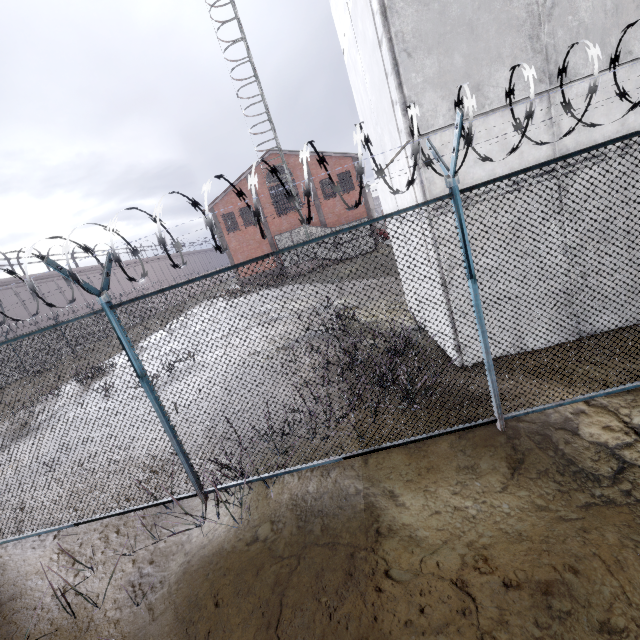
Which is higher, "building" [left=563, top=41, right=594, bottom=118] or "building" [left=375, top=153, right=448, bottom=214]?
"building" [left=563, top=41, right=594, bottom=118]

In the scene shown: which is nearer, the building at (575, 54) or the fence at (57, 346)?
the fence at (57, 346)

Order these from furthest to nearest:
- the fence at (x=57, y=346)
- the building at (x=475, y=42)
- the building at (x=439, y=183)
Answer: the building at (x=439, y=183) → the building at (x=475, y=42) → the fence at (x=57, y=346)

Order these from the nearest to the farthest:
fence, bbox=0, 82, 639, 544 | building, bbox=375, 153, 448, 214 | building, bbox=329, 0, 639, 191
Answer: fence, bbox=0, 82, 639, 544
building, bbox=329, 0, 639, 191
building, bbox=375, 153, 448, 214

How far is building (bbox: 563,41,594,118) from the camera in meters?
4.5

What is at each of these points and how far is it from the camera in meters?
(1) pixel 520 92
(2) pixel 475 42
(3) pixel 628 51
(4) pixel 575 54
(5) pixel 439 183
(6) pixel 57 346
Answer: (1) building, 4.6
(2) building, 4.5
(3) building, 4.5
(4) building, 4.5
(5) building, 5.0
(6) fence, 3.9
